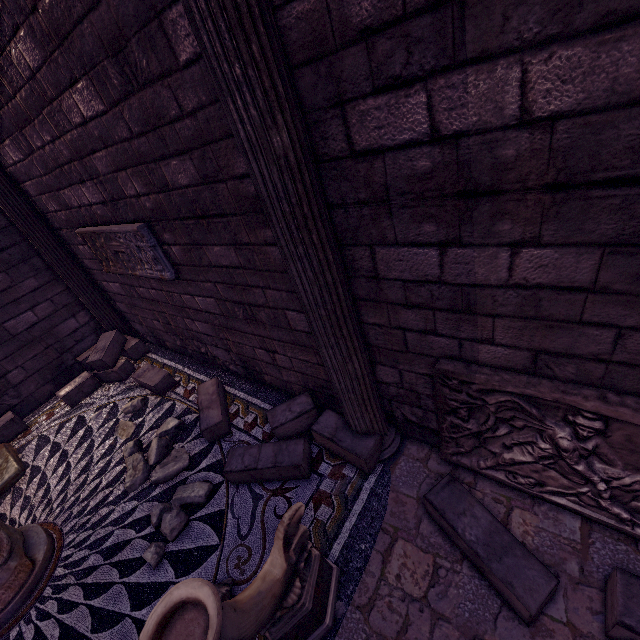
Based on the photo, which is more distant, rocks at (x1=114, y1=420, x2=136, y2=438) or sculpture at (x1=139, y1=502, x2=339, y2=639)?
rocks at (x1=114, y1=420, x2=136, y2=438)

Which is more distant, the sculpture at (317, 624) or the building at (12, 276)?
the building at (12, 276)

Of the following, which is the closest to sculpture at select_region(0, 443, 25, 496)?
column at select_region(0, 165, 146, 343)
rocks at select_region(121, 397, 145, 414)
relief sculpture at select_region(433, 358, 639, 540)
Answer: rocks at select_region(121, 397, 145, 414)

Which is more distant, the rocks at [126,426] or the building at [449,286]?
the rocks at [126,426]

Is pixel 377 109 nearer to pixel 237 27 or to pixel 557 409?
pixel 237 27

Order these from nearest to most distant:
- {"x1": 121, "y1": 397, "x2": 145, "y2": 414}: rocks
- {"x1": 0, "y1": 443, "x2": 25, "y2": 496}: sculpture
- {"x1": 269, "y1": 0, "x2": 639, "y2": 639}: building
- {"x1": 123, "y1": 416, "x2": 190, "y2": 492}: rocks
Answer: {"x1": 269, "y1": 0, "x2": 639, "y2": 639}: building
{"x1": 123, "y1": 416, "x2": 190, "y2": 492}: rocks
{"x1": 0, "y1": 443, "x2": 25, "y2": 496}: sculpture
{"x1": 121, "y1": 397, "x2": 145, "y2": 414}: rocks

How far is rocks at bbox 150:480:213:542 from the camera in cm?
304

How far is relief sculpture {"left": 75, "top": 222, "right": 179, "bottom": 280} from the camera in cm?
351
